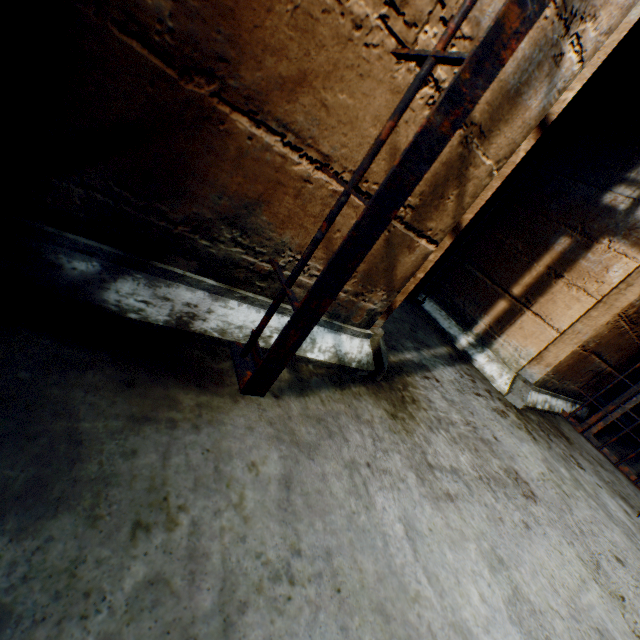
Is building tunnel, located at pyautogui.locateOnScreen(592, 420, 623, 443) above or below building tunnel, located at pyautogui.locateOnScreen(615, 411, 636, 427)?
below

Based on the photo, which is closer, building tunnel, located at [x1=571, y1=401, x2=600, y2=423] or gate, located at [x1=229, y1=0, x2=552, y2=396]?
gate, located at [x1=229, y1=0, x2=552, y2=396]

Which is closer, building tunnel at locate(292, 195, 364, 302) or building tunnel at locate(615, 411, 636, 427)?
building tunnel at locate(292, 195, 364, 302)

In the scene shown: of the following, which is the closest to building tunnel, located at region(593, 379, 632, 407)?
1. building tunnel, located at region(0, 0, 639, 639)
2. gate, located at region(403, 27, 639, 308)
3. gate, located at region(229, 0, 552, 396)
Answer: building tunnel, located at region(0, 0, 639, 639)

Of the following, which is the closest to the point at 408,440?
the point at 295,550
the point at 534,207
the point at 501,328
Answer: the point at 295,550

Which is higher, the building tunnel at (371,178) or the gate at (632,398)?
the building tunnel at (371,178)

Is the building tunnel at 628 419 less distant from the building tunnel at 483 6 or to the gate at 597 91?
the building tunnel at 483 6

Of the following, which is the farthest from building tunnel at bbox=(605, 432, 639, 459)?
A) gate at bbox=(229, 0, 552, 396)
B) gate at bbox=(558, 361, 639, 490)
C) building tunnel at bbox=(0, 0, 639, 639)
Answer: gate at bbox=(229, 0, 552, 396)
